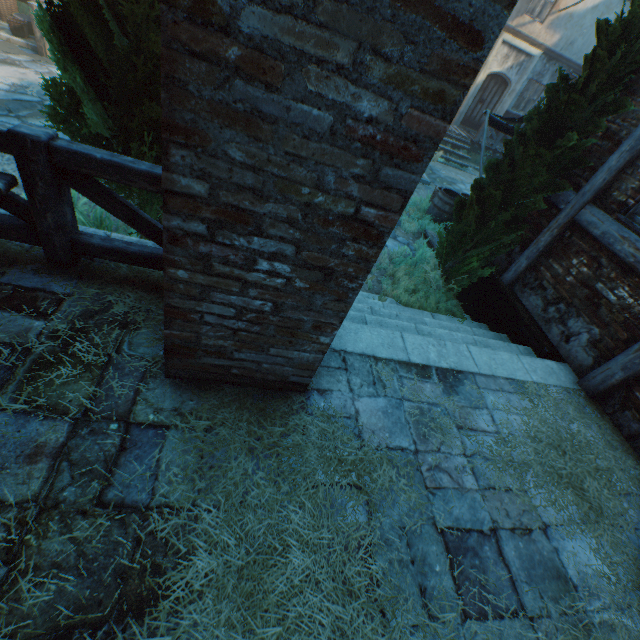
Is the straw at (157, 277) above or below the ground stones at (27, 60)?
above

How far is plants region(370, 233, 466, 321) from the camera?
5.14m

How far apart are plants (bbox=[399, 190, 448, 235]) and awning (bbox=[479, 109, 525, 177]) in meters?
0.4

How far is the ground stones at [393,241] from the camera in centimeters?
687cm

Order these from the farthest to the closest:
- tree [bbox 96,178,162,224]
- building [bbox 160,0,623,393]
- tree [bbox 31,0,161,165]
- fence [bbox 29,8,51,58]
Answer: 1. fence [bbox 29,8,51,58]
2. tree [bbox 96,178,162,224]
3. tree [bbox 31,0,161,165]
4. building [bbox 160,0,623,393]

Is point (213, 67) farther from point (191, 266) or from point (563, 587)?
point (563, 587)

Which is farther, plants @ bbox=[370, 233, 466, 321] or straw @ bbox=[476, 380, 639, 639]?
plants @ bbox=[370, 233, 466, 321]

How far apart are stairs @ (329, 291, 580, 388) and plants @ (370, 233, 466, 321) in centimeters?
1cm
